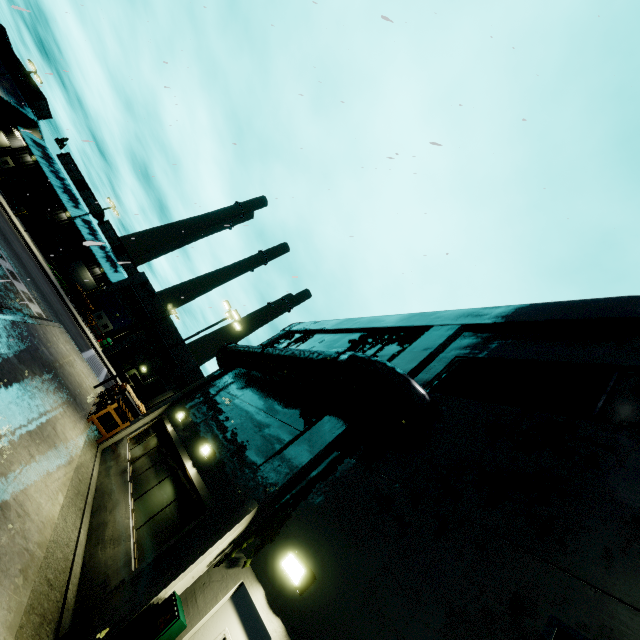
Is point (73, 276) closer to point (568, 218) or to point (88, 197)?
point (88, 197)

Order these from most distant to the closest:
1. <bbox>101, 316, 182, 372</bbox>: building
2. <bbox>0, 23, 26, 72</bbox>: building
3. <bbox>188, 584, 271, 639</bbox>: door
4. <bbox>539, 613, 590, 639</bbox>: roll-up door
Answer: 1. <bbox>0, 23, 26, 72</bbox>: building
2. <bbox>101, 316, 182, 372</bbox>: building
3. <bbox>188, 584, 271, 639</bbox>: door
4. <bbox>539, 613, 590, 639</bbox>: roll-up door

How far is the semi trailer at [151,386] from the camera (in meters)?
26.09

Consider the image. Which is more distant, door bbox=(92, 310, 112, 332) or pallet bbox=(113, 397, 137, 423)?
door bbox=(92, 310, 112, 332)

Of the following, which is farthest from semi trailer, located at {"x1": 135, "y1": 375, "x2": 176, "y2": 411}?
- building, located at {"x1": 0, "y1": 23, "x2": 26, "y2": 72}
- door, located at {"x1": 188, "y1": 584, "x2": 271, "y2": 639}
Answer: door, located at {"x1": 188, "y1": 584, "x2": 271, "y2": 639}

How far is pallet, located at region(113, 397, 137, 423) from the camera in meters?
15.5 m

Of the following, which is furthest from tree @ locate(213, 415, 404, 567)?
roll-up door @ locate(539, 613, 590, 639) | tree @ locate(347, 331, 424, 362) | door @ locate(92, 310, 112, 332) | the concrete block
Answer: door @ locate(92, 310, 112, 332)

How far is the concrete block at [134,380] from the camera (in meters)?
40.22
